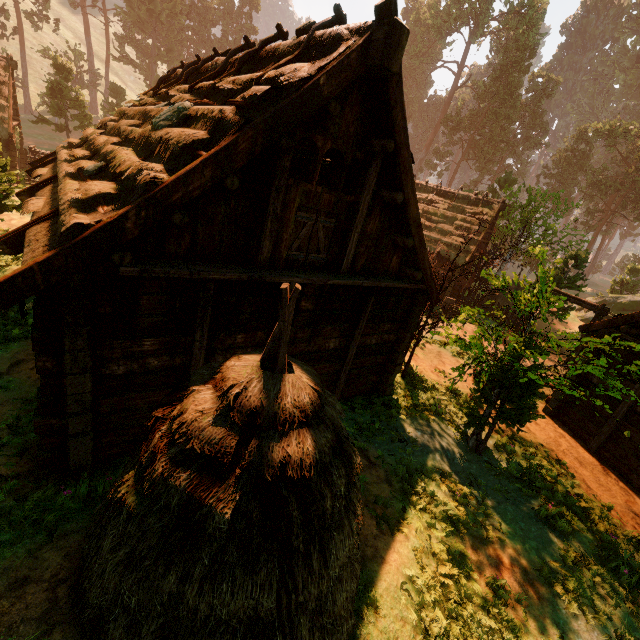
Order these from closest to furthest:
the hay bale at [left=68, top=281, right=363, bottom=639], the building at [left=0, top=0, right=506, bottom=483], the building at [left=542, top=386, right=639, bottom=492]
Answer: the hay bale at [left=68, top=281, right=363, bottom=639], the building at [left=0, top=0, right=506, bottom=483], the building at [left=542, top=386, right=639, bottom=492]

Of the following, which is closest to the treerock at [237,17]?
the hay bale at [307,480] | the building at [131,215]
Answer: the building at [131,215]

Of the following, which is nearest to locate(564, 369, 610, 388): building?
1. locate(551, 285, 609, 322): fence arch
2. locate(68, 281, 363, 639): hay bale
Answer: locate(551, 285, 609, 322): fence arch

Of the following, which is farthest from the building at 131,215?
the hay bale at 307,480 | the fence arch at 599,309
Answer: the hay bale at 307,480

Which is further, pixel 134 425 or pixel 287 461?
pixel 134 425

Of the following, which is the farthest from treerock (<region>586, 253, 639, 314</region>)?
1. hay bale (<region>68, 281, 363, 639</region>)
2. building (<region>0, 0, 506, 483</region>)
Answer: hay bale (<region>68, 281, 363, 639</region>)

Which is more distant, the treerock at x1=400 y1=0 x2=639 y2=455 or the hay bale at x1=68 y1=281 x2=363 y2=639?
the treerock at x1=400 y1=0 x2=639 y2=455
